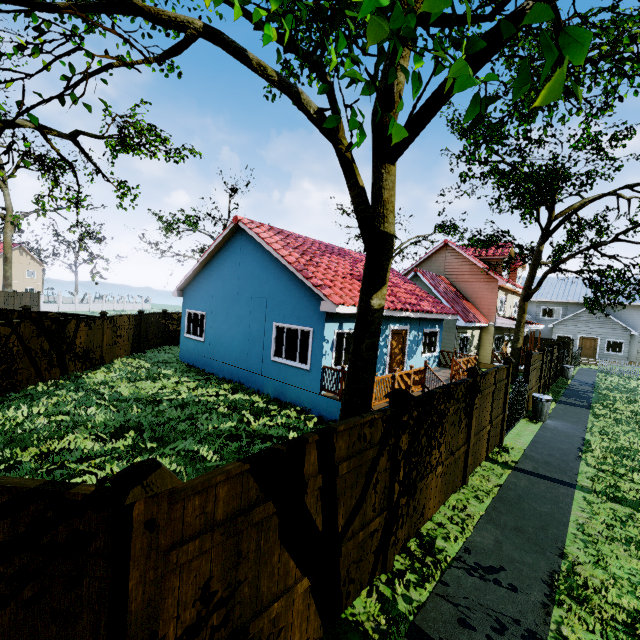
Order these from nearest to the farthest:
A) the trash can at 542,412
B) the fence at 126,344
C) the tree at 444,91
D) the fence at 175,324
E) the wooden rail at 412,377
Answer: the tree at 444,91 < the wooden rail at 412,377 < the trash can at 542,412 < the fence at 126,344 < the fence at 175,324

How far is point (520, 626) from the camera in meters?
4.0 m

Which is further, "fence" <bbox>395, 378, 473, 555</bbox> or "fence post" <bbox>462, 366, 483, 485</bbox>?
"fence post" <bbox>462, 366, 483, 485</bbox>

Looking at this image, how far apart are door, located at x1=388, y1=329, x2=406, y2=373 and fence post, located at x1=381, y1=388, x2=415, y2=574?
8.89m

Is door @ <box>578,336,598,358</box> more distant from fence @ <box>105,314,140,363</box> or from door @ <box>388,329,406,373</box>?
door @ <box>388,329,406,373</box>

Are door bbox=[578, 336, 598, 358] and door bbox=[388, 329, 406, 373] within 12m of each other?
no

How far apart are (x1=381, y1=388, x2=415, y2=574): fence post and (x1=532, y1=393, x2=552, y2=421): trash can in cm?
1050

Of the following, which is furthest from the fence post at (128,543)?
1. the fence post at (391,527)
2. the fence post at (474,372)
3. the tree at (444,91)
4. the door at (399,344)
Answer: the door at (399,344)
